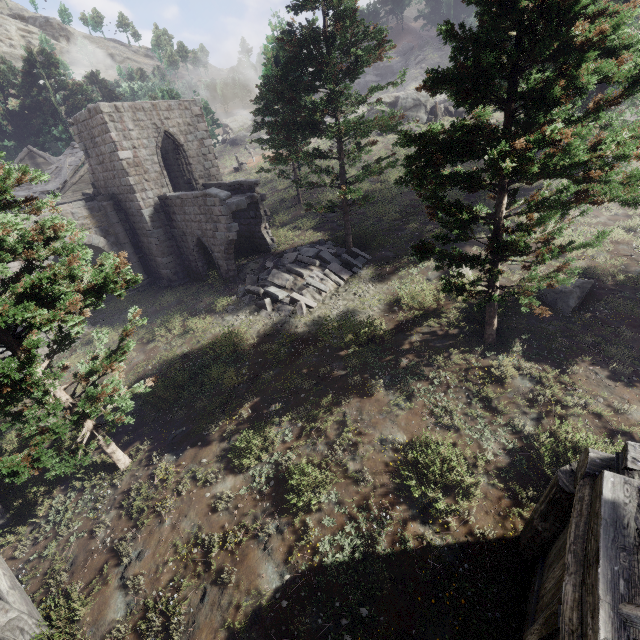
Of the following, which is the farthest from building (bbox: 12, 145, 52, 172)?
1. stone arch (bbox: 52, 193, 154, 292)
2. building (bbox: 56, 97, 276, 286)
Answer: stone arch (bbox: 52, 193, 154, 292)

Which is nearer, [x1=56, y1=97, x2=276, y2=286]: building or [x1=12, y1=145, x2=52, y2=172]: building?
[x1=56, y1=97, x2=276, y2=286]: building

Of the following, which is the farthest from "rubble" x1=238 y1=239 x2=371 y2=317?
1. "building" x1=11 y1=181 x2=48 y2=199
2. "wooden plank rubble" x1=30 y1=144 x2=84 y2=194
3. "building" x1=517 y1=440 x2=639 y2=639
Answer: "wooden plank rubble" x1=30 y1=144 x2=84 y2=194

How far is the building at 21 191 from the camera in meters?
24.2

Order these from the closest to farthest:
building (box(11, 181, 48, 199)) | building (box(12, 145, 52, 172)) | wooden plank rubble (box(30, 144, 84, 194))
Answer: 1. wooden plank rubble (box(30, 144, 84, 194))
2. building (box(11, 181, 48, 199))
3. building (box(12, 145, 52, 172))

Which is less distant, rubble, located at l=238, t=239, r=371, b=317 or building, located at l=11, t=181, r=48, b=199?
rubble, located at l=238, t=239, r=371, b=317

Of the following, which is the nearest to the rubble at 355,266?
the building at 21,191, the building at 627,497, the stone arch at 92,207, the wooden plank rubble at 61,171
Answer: the stone arch at 92,207

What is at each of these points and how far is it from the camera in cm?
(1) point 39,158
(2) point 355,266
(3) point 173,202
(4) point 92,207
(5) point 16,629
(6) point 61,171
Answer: (1) building, 3269
(2) rubble, 1576
(3) building, 1788
(4) stone arch, 1833
(5) building, 627
(6) wooden plank rubble, 2473
